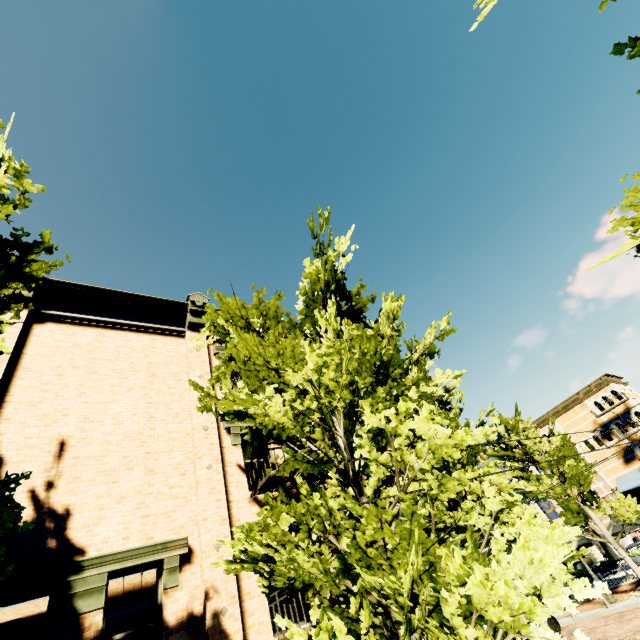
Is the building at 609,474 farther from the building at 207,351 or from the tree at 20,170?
the building at 207,351

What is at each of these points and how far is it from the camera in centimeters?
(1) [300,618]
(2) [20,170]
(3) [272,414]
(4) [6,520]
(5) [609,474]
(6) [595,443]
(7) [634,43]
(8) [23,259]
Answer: (1) building, 1219cm
(2) tree, 524cm
(3) tree, 495cm
(4) tree, 420cm
(5) building, 3222cm
(6) building, 3344cm
(7) tree, 360cm
(8) tree, 502cm

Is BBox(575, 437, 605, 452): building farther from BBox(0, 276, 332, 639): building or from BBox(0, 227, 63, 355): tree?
BBox(0, 276, 332, 639): building

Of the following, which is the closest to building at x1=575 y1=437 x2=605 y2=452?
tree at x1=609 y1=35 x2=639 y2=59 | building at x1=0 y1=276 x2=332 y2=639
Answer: tree at x1=609 y1=35 x2=639 y2=59

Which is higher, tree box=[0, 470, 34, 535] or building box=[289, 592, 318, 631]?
tree box=[0, 470, 34, 535]

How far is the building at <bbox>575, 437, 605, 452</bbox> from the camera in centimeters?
3322cm

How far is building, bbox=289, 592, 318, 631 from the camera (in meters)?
6.17
